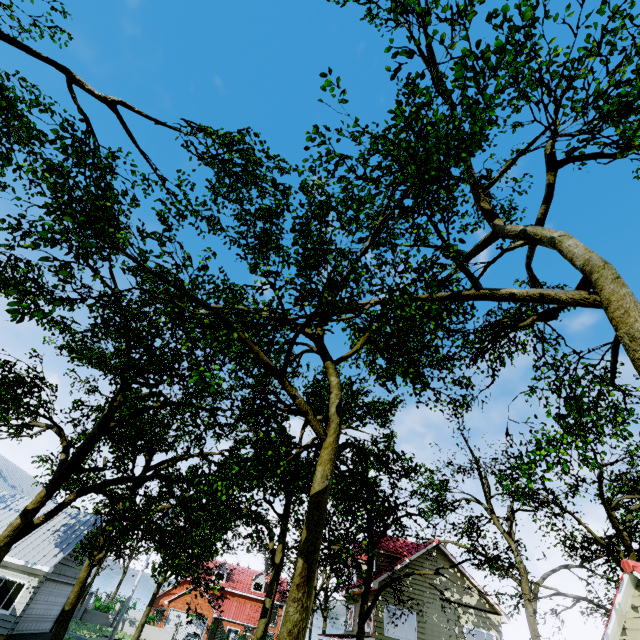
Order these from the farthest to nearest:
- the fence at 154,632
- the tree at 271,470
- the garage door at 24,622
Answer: the fence at 154,632
the garage door at 24,622
the tree at 271,470

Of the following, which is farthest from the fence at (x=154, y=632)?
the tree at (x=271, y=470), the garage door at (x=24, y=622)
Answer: the garage door at (x=24, y=622)

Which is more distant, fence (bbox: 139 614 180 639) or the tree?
fence (bbox: 139 614 180 639)

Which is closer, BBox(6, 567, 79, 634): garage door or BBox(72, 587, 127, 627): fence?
BBox(6, 567, 79, 634): garage door

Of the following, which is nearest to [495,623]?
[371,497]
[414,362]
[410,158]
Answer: [371,497]

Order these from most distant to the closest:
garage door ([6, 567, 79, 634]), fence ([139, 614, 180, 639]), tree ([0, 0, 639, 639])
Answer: fence ([139, 614, 180, 639]), garage door ([6, 567, 79, 634]), tree ([0, 0, 639, 639])
